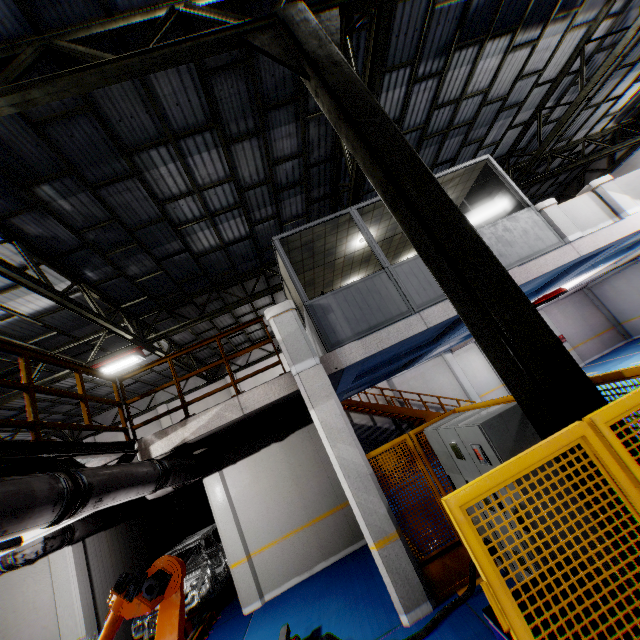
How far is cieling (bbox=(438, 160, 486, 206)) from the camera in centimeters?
825cm

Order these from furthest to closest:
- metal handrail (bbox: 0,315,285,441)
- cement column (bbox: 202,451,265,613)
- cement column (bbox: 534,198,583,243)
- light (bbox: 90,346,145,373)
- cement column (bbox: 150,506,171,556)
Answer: cement column (bbox: 150,506,171,556) → light (bbox: 90,346,145,373) → cement column (bbox: 202,451,265,613) → cement column (bbox: 534,198,583,243) → metal handrail (bbox: 0,315,285,441)

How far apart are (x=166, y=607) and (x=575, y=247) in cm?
966

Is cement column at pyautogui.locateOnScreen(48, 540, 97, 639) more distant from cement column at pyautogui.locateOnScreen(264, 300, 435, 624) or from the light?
cement column at pyautogui.locateOnScreen(264, 300, 435, 624)

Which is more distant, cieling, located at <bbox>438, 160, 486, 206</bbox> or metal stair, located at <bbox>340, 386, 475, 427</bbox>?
metal stair, located at <bbox>340, 386, 475, 427</bbox>

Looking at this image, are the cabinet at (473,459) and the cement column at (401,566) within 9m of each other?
yes

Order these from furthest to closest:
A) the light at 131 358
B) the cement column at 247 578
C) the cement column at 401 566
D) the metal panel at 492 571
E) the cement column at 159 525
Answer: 1. the cement column at 159 525
2. the light at 131 358
3. the cement column at 247 578
4. the cement column at 401 566
5. the metal panel at 492 571

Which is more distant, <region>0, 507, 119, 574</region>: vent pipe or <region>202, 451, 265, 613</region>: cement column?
<region>202, 451, 265, 613</region>: cement column
